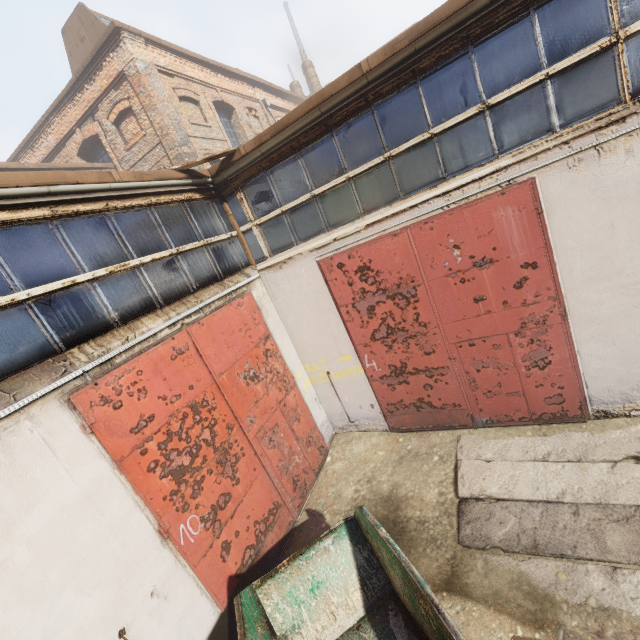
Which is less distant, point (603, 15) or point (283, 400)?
point (603, 15)
